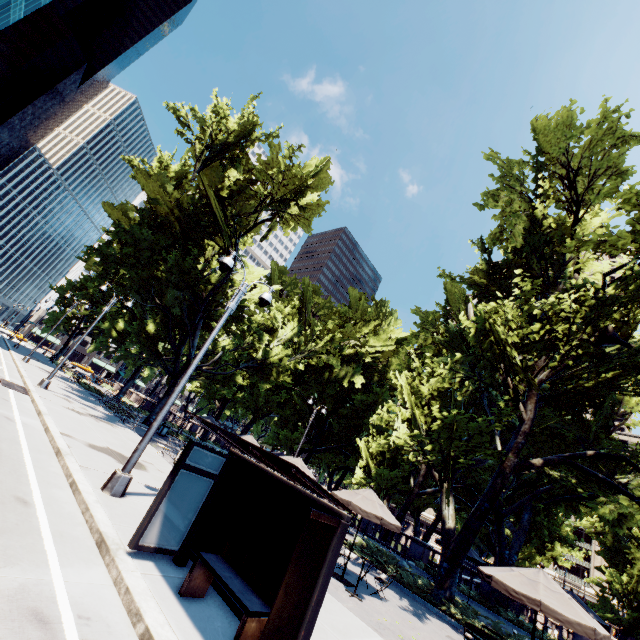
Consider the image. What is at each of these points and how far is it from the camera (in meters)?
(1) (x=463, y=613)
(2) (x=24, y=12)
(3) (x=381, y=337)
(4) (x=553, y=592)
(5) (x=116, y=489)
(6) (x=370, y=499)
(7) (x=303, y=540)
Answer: (1) bush, 13.32
(2) building, 51.97
(3) tree, 32.75
(4) umbrella, 7.95
(5) light, 8.02
(6) umbrella, 11.58
(7) bus stop, 4.27

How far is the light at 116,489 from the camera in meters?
8.1 m

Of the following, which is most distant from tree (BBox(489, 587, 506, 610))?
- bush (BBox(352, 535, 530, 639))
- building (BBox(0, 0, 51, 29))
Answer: building (BBox(0, 0, 51, 29))

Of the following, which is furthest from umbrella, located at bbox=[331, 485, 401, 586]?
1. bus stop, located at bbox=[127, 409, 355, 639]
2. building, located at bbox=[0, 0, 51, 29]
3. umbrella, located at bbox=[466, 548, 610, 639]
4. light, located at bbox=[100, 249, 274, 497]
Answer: building, located at bbox=[0, 0, 51, 29]

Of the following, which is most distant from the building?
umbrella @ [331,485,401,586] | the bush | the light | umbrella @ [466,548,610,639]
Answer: the bush

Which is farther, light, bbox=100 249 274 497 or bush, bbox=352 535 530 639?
bush, bbox=352 535 530 639

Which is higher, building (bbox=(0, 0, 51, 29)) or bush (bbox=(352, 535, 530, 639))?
building (bbox=(0, 0, 51, 29))

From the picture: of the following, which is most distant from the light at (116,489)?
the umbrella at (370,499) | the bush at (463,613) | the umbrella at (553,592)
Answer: the bush at (463,613)
